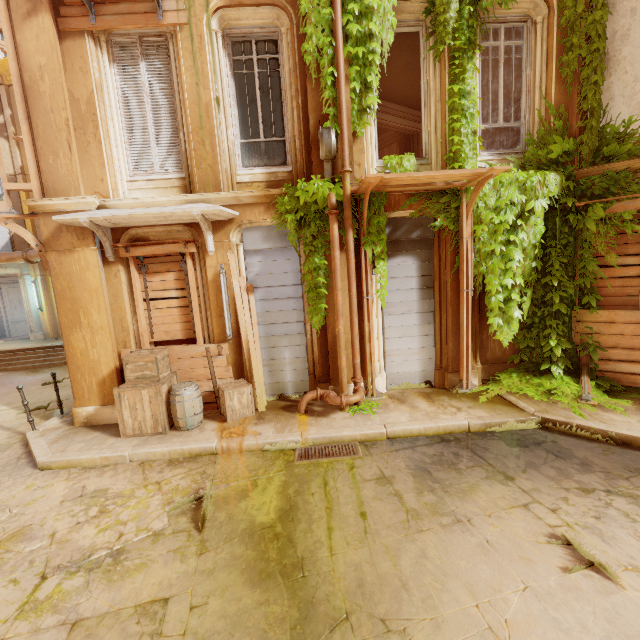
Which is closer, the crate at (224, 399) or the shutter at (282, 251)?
the crate at (224, 399)

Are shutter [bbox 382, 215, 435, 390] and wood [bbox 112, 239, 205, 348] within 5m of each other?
yes

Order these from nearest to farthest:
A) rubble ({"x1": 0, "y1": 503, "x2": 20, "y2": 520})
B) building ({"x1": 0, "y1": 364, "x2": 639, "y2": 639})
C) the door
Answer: building ({"x1": 0, "y1": 364, "x2": 639, "y2": 639}), rubble ({"x1": 0, "y1": 503, "x2": 20, "y2": 520}), the door

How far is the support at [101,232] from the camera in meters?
5.9

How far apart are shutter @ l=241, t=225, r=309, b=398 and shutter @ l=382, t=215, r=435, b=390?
1.7 meters

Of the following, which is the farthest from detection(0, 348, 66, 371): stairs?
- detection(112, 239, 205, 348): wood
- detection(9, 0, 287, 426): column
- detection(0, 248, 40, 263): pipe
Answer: detection(112, 239, 205, 348): wood

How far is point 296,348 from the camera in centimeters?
731cm

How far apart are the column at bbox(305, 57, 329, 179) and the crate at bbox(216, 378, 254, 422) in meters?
4.3 m
